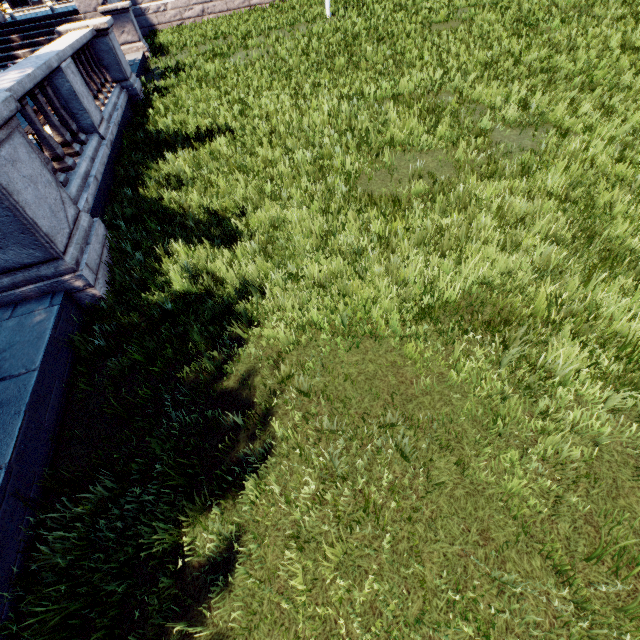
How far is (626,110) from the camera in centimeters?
743cm
